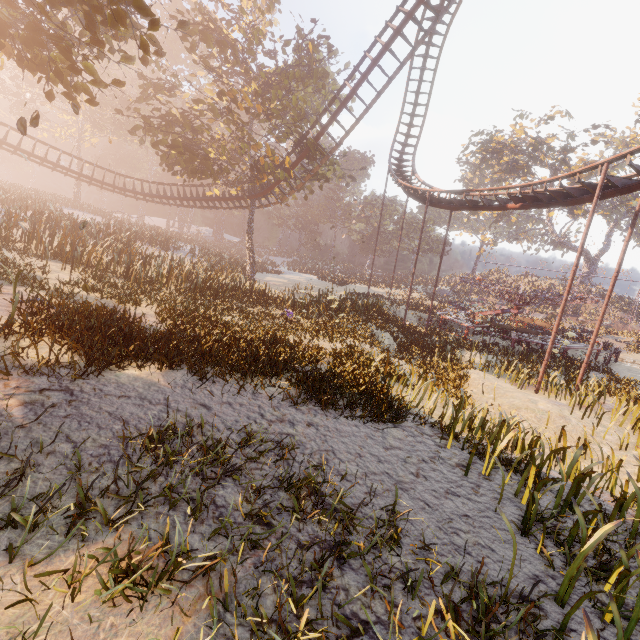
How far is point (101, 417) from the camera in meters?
4.5 m

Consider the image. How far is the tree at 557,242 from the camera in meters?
43.6 m

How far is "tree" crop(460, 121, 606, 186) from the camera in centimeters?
4016cm

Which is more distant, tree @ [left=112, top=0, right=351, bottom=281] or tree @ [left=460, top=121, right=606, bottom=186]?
tree @ [left=460, top=121, right=606, bottom=186]

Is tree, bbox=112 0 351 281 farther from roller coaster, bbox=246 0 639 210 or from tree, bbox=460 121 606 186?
tree, bbox=460 121 606 186

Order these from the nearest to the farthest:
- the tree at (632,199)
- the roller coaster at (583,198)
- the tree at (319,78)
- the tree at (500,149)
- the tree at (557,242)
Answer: the roller coaster at (583,198)
the tree at (319,78)
the tree at (500,149)
the tree at (632,199)
the tree at (557,242)

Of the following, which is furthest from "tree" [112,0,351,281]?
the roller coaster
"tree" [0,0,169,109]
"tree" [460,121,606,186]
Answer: "tree" [460,121,606,186]

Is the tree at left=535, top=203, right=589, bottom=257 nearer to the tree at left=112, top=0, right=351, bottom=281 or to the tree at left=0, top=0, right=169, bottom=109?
the tree at left=112, top=0, right=351, bottom=281
